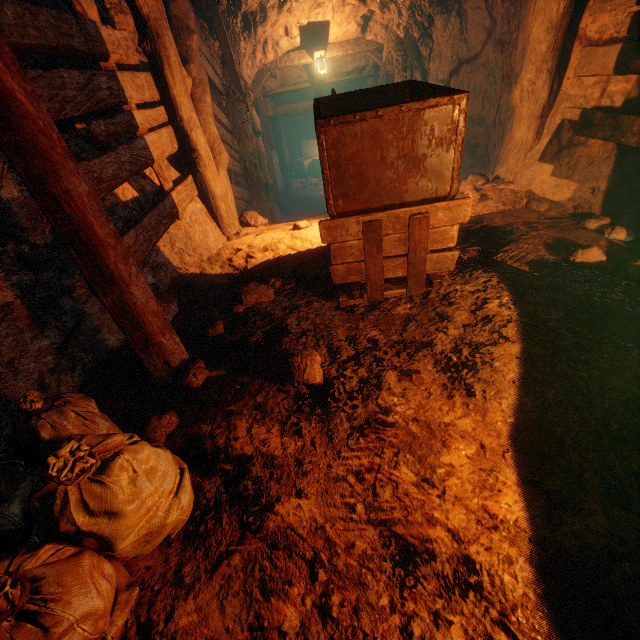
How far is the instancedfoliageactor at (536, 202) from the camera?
3.8m

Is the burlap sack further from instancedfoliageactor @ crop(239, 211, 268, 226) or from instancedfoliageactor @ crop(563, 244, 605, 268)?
instancedfoliageactor @ crop(563, 244, 605, 268)

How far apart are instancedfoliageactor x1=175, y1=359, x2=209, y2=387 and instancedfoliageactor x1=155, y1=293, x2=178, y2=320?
0.9m

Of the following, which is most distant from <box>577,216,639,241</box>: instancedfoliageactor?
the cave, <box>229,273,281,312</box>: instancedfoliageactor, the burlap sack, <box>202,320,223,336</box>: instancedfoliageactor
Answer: the burlap sack

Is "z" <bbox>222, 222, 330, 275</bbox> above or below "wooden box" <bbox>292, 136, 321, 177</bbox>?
above

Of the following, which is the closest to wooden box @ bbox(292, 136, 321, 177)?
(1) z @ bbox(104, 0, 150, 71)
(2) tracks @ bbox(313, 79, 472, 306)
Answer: (1) z @ bbox(104, 0, 150, 71)

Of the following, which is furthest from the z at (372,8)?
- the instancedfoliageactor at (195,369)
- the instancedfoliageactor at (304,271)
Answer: the instancedfoliageactor at (195,369)

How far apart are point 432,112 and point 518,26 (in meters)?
4.35
